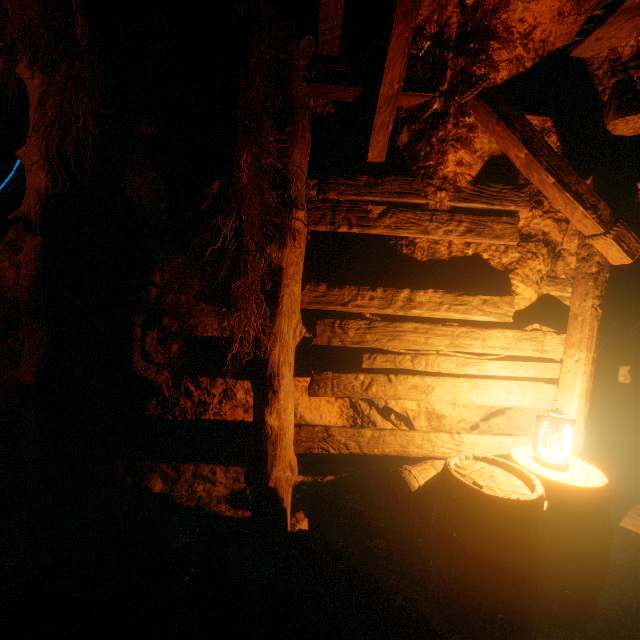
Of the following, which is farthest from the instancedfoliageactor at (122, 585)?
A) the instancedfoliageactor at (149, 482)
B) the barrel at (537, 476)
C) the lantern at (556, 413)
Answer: the lantern at (556, 413)

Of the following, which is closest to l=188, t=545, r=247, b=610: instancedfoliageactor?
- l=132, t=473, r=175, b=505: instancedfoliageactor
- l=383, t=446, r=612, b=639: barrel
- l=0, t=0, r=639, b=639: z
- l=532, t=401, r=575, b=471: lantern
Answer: l=0, t=0, r=639, b=639: z

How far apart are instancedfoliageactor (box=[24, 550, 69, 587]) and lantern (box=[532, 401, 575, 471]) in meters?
3.6 m

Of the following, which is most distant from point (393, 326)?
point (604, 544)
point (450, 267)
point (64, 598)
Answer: point (64, 598)

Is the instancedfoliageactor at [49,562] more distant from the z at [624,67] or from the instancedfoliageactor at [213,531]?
the instancedfoliageactor at [213,531]

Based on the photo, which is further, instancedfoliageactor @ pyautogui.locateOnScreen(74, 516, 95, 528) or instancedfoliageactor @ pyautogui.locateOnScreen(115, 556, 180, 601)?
instancedfoliageactor @ pyautogui.locateOnScreen(74, 516, 95, 528)

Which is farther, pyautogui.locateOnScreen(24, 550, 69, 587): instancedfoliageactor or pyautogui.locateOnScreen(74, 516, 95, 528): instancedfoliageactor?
pyautogui.locateOnScreen(74, 516, 95, 528): instancedfoliageactor

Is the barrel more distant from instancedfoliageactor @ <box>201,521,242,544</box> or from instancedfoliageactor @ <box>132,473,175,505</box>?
instancedfoliageactor @ <box>132,473,175,505</box>
